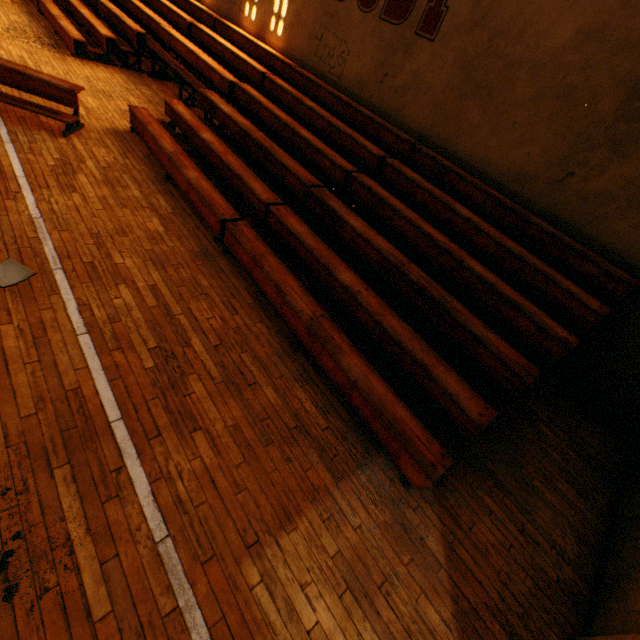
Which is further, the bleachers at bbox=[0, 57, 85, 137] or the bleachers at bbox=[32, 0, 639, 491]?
the bleachers at bbox=[0, 57, 85, 137]

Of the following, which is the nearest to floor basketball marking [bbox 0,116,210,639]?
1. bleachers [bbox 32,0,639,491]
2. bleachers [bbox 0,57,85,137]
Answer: bleachers [bbox 0,57,85,137]

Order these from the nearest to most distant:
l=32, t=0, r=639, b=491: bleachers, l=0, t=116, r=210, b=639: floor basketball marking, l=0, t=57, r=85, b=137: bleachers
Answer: l=0, t=116, r=210, b=639: floor basketball marking < l=32, t=0, r=639, b=491: bleachers < l=0, t=57, r=85, b=137: bleachers

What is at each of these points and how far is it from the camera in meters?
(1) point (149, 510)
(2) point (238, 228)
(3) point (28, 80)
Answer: (1) floor basketball marking, 2.3
(2) bleachers, 4.5
(3) bleachers, 5.1

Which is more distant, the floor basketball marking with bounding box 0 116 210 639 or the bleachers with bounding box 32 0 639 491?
the bleachers with bounding box 32 0 639 491

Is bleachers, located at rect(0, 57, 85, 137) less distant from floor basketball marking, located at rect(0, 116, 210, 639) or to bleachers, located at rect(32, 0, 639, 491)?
floor basketball marking, located at rect(0, 116, 210, 639)

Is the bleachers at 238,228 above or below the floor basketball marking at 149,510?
above

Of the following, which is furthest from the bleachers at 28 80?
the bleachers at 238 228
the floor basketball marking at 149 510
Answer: the bleachers at 238 228
